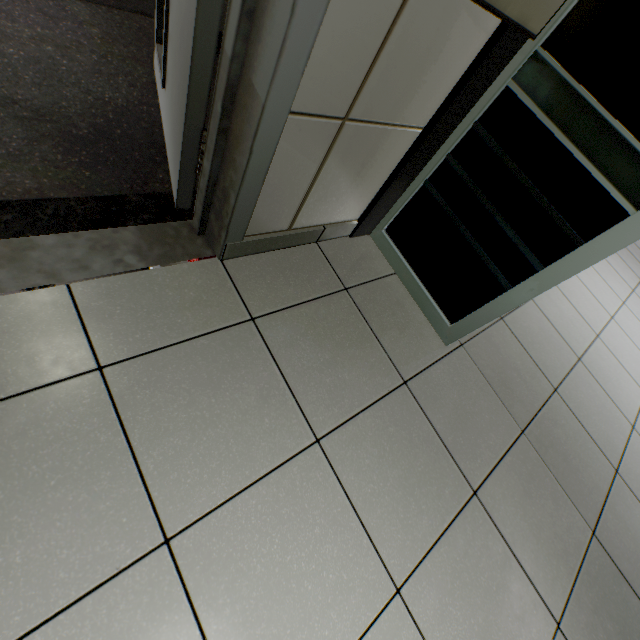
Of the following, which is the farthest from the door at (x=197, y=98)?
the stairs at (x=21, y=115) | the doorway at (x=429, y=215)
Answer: the doorway at (x=429, y=215)

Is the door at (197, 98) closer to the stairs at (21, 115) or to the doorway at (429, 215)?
the stairs at (21, 115)

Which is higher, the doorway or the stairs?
the doorway

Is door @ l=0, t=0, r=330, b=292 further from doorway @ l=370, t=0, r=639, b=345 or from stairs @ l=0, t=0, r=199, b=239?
doorway @ l=370, t=0, r=639, b=345

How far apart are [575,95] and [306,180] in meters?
0.9 m

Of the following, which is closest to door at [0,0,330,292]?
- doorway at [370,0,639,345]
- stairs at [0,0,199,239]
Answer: stairs at [0,0,199,239]
